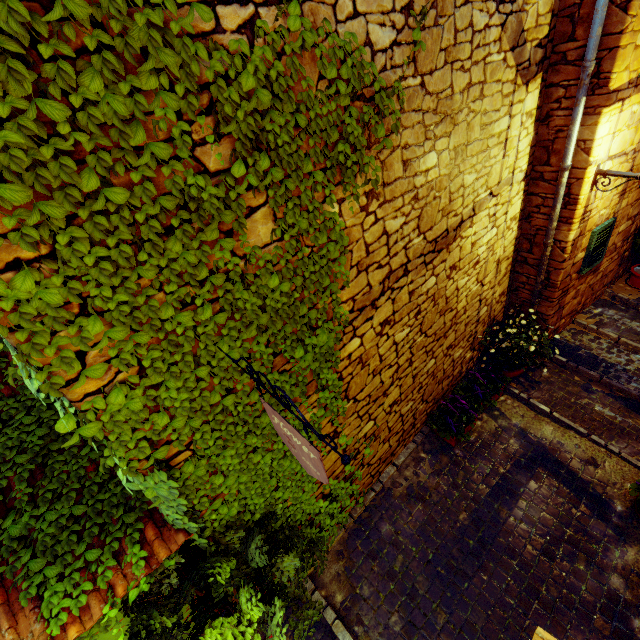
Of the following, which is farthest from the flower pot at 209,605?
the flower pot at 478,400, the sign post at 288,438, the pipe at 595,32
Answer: the pipe at 595,32

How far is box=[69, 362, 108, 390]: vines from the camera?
1.53m

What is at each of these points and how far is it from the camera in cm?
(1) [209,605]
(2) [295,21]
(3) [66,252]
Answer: (1) flower pot, 256
(2) vines, 164
(3) vines, 132

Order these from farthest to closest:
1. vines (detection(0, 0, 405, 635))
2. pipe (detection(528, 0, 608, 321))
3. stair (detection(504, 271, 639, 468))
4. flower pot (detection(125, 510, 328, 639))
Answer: stair (detection(504, 271, 639, 468)) → pipe (detection(528, 0, 608, 321)) → flower pot (detection(125, 510, 328, 639)) → vines (detection(0, 0, 405, 635))

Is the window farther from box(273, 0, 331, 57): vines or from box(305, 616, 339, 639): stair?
box(305, 616, 339, 639): stair

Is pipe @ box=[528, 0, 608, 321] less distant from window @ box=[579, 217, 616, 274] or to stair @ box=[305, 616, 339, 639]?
window @ box=[579, 217, 616, 274]

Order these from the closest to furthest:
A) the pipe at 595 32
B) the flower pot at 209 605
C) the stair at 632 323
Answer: the flower pot at 209 605, the pipe at 595 32, the stair at 632 323

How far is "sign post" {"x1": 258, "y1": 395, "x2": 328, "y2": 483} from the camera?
1.5 meters
